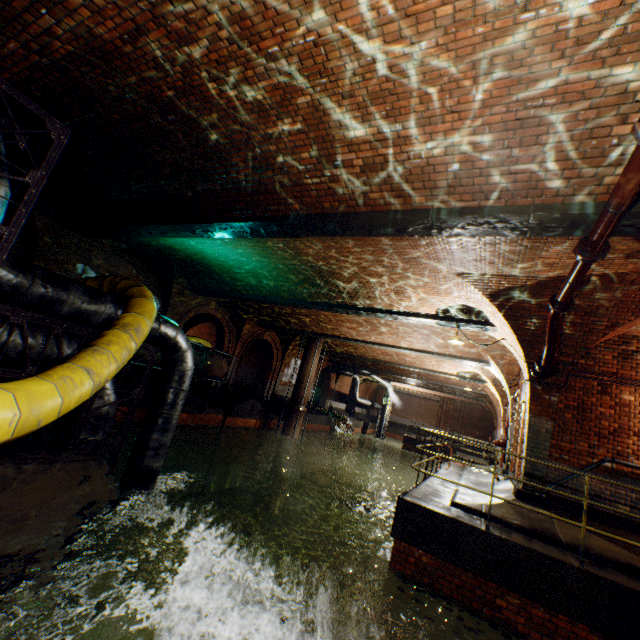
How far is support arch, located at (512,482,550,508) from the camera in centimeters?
666cm

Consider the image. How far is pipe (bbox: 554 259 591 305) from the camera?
4.70m

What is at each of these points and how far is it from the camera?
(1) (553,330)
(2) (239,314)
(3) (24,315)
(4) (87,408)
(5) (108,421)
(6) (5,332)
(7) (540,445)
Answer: (1) pipe, 6.3m
(2) support arch, 17.8m
(3) pipe frame, 3.4m
(4) pipe frame, 4.0m
(5) pipe, 4.4m
(6) pipe, 3.3m
(7) support arch, 7.1m

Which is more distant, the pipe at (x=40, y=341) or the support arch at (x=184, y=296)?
the support arch at (x=184, y=296)

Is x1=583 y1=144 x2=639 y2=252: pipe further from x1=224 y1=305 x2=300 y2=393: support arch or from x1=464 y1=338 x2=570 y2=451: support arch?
x1=224 y1=305 x2=300 y2=393: support arch

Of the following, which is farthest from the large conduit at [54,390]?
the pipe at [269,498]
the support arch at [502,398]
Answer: the support arch at [502,398]

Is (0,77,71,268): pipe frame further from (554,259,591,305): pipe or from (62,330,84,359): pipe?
(554,259,591,305): pipe

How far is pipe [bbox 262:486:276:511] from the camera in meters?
16.9 m
